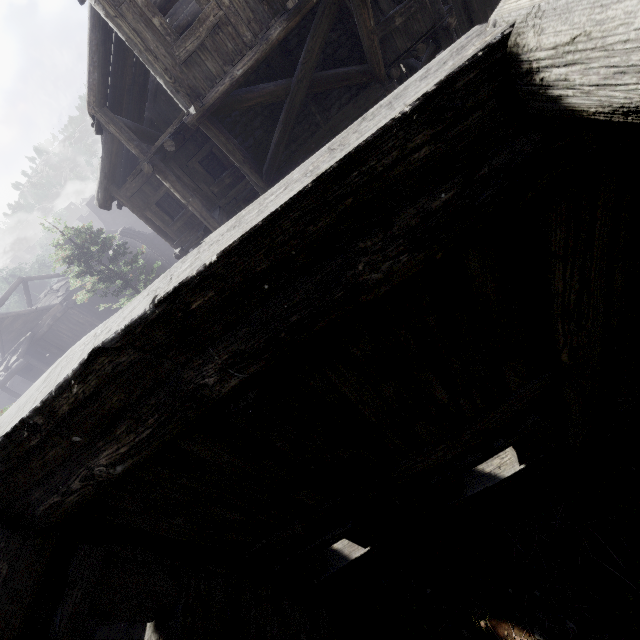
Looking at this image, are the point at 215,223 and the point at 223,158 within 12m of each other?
yes
